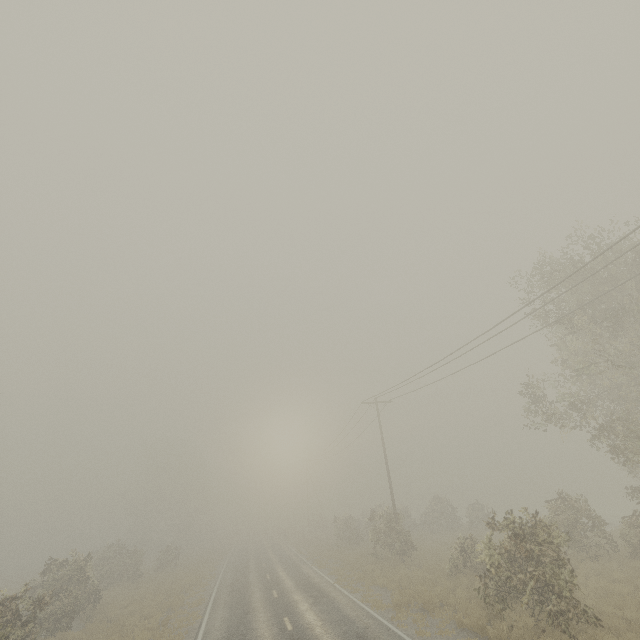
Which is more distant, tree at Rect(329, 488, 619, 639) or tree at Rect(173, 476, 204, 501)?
tree at Rect(173, 476, 204, 501)

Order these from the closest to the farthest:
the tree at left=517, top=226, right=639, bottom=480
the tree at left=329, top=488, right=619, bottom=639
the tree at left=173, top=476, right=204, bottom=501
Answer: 1. the tree at left=329, top=488, right=619, bottom=639
2. the tree at left=517, top=226, right=639, bottom=480
3. the tree at left=173, top=476, right=204, bottom=501

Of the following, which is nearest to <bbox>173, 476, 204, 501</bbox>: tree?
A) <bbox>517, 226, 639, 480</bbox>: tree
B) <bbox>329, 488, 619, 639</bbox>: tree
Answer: <bbox>329, 488, 619, 639</bbox>: tree

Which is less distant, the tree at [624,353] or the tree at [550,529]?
the tree at [550,529]

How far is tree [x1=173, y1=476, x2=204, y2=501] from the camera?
58.0 meters

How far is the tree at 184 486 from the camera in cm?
5800

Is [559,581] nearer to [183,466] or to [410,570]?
[410,570]
